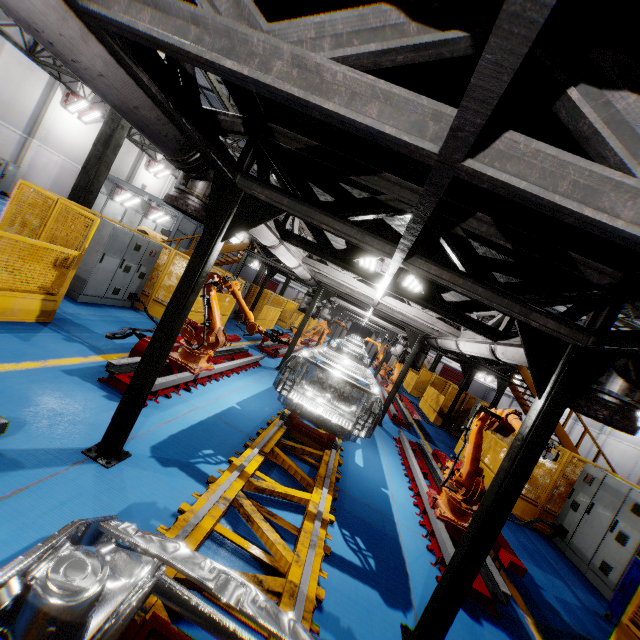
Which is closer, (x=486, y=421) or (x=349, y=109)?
(x=349, y=109)

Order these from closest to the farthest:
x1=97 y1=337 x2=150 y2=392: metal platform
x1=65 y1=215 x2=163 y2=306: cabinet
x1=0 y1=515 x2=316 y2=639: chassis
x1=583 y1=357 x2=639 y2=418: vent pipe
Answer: x1=0 y1=515 x2=316 y2=639: chassis → x1=583 y1=357 x2=639 y2=418: vent pipe → x1=97 y1=337 x2=150 y2=392: metal platform → x1=65 y1=215 x2=163 y2=306: cabinet

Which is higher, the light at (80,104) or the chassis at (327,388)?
the light at (80,104)

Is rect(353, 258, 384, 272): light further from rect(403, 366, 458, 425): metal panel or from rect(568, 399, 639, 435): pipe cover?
rect(403, 366, 458, 425): metal panel

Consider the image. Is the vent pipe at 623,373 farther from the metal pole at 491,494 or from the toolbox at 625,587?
the toolbox at 625,587

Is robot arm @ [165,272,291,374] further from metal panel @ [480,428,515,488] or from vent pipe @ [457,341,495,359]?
vent pipe @ [457,341,495,359]

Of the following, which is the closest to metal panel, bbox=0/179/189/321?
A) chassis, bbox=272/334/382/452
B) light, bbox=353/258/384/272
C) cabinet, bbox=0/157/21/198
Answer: chassis, bbox=272/334/382/452

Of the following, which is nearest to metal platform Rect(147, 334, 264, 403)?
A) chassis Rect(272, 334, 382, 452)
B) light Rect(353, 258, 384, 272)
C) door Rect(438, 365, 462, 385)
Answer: chassis Rect(272, 334, 382, 452)
